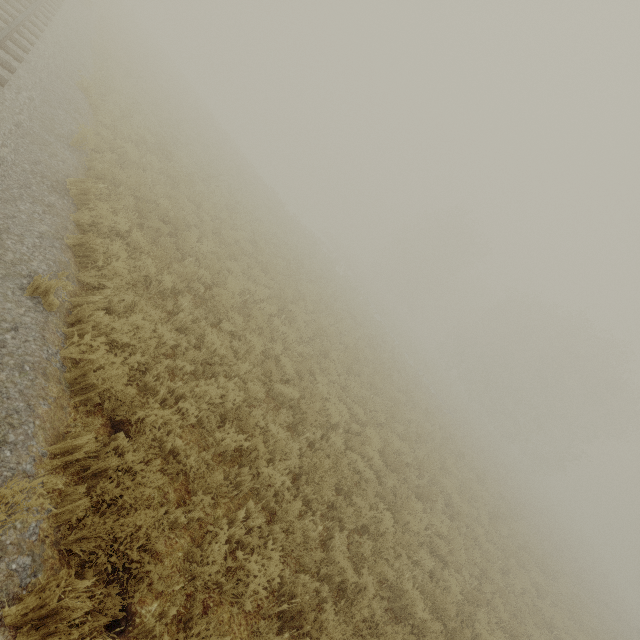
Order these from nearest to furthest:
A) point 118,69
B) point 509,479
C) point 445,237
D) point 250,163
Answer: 1. point 118,69
2. point 509,479
3. point 250,163
4. point 445,237
